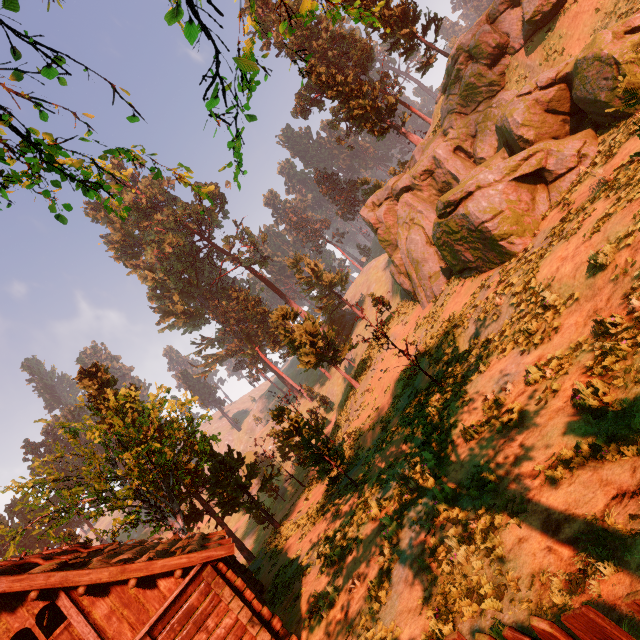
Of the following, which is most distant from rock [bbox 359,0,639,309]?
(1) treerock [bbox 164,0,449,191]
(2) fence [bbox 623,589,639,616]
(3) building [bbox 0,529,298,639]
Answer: (3) building [bbox 0,529,298,639]

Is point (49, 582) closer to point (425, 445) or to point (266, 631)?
point (266, 631)

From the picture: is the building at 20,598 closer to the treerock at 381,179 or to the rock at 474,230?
the treerock at 381,179

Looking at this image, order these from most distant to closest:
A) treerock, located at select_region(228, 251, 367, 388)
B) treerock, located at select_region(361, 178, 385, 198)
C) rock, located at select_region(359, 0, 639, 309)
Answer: treerock, located at select_region(361, 178, 385, 198) < treerock, located at select_region(228, 251, 367, 388) < rock, located at select_region(359, 0, 639, 309)

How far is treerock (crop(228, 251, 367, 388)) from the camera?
30.2 meters

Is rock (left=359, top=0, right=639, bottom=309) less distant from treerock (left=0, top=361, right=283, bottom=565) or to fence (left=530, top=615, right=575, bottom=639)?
treerock (left=0, top=361, right=283, bottom=565)

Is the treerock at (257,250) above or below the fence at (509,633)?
above

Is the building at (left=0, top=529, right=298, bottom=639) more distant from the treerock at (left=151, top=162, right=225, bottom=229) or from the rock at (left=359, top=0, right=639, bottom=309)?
the rock at (left=359, top=0, right=639, bottom=309)
